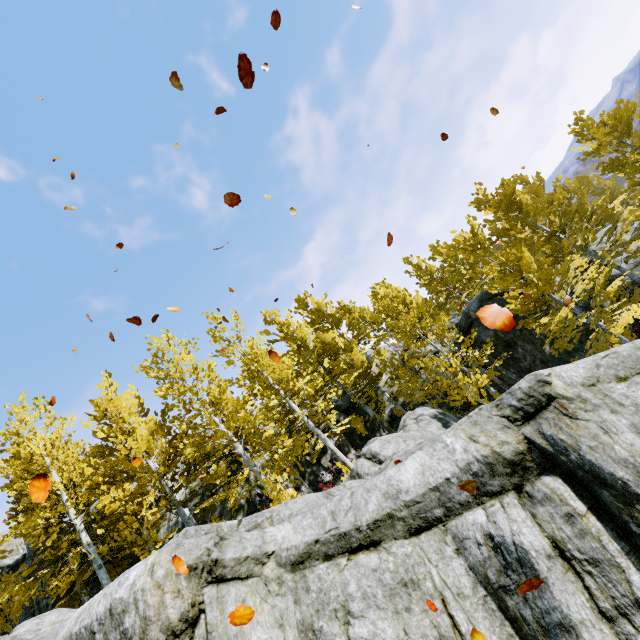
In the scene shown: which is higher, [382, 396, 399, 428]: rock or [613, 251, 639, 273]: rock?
[382, 396, 399, 428]: rock

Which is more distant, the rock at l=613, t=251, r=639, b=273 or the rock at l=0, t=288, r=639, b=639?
the rock at l=613, t=251, r=639, b=273

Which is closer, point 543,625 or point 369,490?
point 543,625

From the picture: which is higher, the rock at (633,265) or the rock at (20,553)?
the rock at (20,553)

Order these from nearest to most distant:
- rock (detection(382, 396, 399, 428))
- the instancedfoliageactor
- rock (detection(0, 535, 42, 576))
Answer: the instancedfoliageactor → rock (detection(0, 535, 42, 576)) → rock (detection(382, 396, 399, 428))

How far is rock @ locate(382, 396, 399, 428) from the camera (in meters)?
20.64

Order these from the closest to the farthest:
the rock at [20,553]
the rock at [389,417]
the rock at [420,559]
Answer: the rock at [420,559] < the rock at [20,553] < the rock at [389,417]
